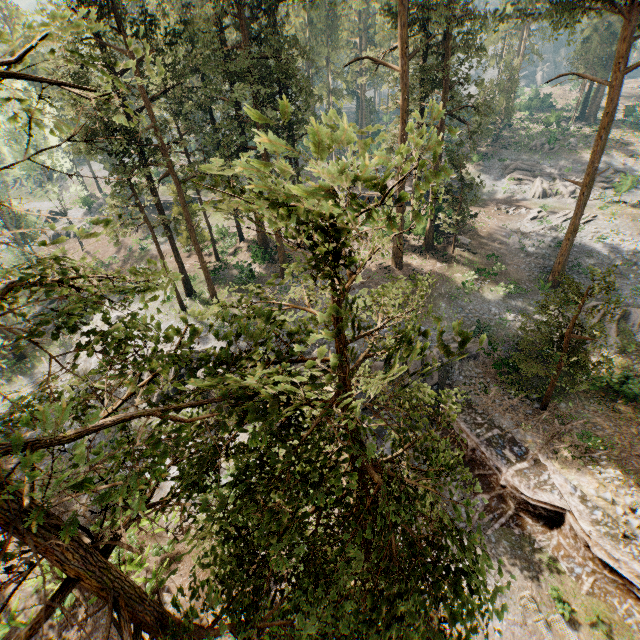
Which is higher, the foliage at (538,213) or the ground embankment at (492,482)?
the foliage at (538,213)

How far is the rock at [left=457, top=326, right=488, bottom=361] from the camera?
23.0m

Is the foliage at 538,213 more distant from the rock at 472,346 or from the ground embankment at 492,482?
the rock at 472,346

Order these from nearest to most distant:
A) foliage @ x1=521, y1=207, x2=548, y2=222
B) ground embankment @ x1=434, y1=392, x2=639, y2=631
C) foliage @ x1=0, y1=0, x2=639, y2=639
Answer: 1. foliage @ x1=0, y1=0, x2=639, y2=639
2. ground embankment @ x1=434, y1=392, x2=639, y2=631
3. foliage @ x1=521, y1=207, x2=548, y2=222

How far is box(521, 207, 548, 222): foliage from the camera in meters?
35.6

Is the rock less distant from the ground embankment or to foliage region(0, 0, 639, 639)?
the ground embankment

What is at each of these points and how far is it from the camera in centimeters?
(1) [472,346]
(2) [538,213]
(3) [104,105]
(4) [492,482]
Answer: (1) rock, 2319cm
(2) foliage, 3653cm
(3) foliage, 513cm
(4) ground embankment, 1809cm

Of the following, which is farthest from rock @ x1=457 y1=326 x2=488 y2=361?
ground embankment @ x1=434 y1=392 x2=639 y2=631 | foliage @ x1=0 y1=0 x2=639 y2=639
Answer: foliage @ x1=0 y1=0 x2=639 y2=639
